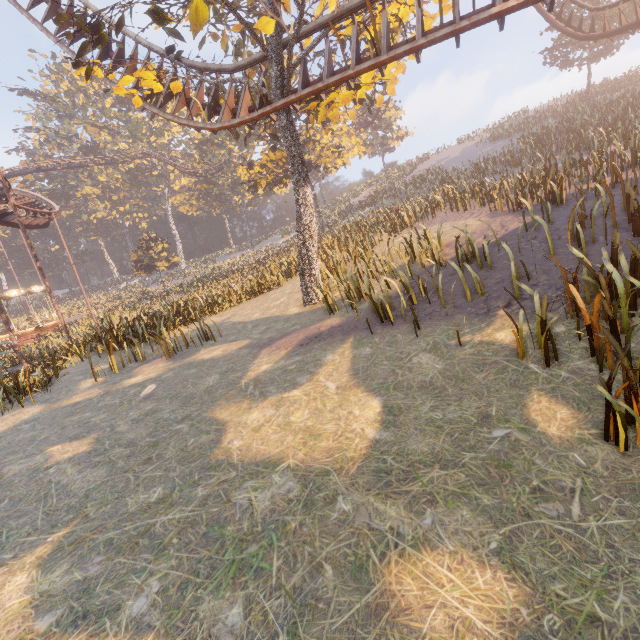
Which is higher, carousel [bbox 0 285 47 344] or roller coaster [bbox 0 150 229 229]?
roller coaster [bbox 0 150 229 229]

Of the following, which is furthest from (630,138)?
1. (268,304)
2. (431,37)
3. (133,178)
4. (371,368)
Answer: (133,178)

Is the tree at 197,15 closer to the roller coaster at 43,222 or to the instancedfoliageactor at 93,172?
the roller coaster at 43,222

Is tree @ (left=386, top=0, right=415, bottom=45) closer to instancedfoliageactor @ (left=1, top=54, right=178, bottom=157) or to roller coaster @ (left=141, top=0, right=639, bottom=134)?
roller coaster @ (left=141, top=0, right=639, bottom=134)

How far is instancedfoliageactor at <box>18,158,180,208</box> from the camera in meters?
54.1

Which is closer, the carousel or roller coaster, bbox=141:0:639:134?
roller coaster, bbox=141:0:639:134

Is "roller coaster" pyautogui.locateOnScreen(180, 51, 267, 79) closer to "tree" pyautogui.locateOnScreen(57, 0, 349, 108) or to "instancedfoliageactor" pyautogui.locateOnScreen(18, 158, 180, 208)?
"tree" pyautogui.locateOnScreen(57, 0, 349, 108)
